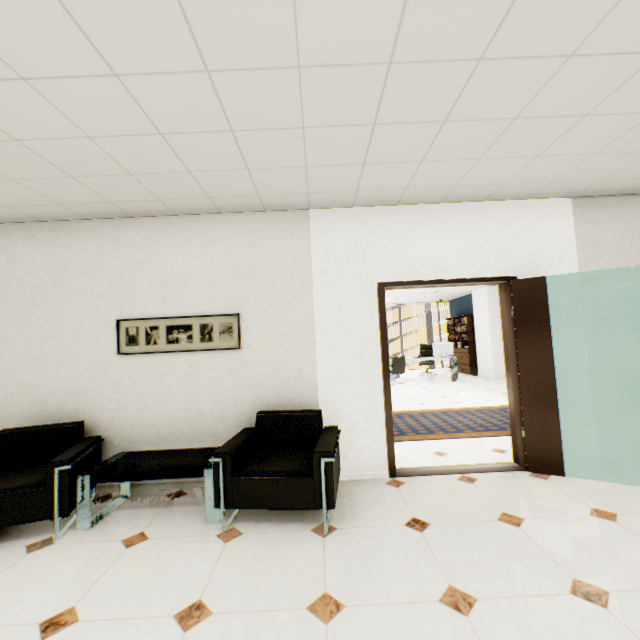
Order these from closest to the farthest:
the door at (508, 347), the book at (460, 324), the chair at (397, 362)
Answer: the door at (508, 347)
the chair at (397, 362)
the book at (460, 324)

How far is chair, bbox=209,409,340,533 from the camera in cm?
255

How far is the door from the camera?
3.3 meters

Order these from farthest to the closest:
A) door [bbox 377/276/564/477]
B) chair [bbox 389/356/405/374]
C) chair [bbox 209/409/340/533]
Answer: chair [bbox 389/356/405/374] < door [bbox 377/276/564/477] < chair [bbox 209/409/340/533]

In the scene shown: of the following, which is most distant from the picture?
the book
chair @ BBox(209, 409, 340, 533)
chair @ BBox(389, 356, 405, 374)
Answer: the book

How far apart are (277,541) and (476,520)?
1.59m

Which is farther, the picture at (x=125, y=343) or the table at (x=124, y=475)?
the picture at (x=125, y=343)

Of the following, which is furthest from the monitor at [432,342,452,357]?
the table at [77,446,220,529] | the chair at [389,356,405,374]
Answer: the table at [77,446,220,529]
